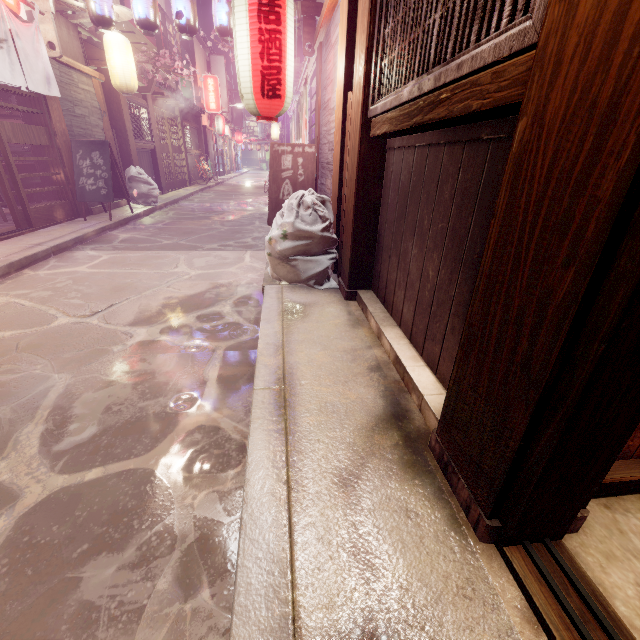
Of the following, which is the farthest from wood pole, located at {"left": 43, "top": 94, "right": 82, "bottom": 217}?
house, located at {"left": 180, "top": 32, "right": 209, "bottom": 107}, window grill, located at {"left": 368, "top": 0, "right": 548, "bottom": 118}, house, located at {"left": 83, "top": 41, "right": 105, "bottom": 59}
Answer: house, located at {"left": 180, "top": 32, "right": 209, "bottom": 107}

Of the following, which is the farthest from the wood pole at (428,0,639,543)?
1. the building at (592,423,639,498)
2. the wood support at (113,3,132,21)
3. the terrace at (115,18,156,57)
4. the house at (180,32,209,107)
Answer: the house at (180,32,209,107)

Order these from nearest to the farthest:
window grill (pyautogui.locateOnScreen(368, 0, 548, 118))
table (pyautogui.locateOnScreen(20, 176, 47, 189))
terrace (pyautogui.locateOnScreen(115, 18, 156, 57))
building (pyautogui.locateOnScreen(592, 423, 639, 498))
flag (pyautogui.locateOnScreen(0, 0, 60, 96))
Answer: window grill (pyautogui.locateOnScreen(368, 0, 548, 118)) < building (pyautogui.locateOnScreen(592, 423, 639, 498)) < flag (pyautogui.locateOnScreen(0, 0, 60, 96)) < table (pyautogui.locateOnScreen(20, 176, 47, 189)) < terrace (pyautogui.locateOnScreen(115, 18, 156, 57))

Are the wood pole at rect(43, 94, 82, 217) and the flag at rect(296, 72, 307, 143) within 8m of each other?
no

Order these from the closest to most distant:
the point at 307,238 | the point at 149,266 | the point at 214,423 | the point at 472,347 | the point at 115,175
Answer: the point at 472,347, the point at 214,423, the point at 307,238, the point at 149,266, the point at 115,175

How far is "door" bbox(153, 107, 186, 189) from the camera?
22.0m

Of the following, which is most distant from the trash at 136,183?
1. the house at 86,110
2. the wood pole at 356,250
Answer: the wood pole at 356,250

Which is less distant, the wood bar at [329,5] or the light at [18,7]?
the wood bar at [329,5]
